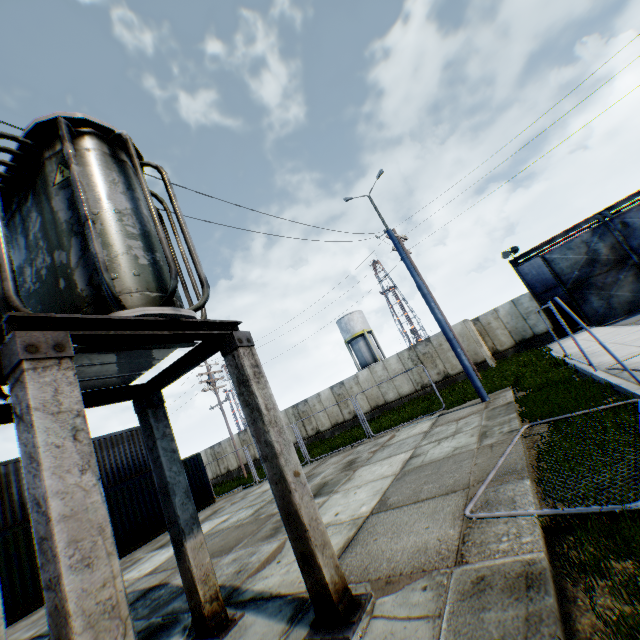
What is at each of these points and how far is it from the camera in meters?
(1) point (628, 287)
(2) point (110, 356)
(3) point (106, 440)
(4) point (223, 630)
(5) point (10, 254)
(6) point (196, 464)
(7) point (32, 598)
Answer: (1) metal gate, 19.4 m
(2) electrical compensator, 3.8 m
(3) storage container, 18.3 m
(4) concrete support, 4.2 m
(5) electrical compensator, 3.1 m
(6) storage container, 19.1 m
(7) storage container, 11.6 m

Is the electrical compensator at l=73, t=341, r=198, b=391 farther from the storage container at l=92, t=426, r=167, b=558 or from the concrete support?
the storage container at l=92, t=426, r=167, b=558

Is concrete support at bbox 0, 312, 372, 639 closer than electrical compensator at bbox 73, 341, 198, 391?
Yes

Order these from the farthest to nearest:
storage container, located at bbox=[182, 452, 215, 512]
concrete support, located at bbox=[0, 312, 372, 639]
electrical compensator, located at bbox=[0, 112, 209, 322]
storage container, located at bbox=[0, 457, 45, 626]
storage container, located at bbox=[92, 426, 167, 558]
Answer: storage container, located at bbox=[182, 452, 215, 512] → storage container, located at bbox=[92, 426, 167, 558] → storage container, located at bbox=[0, 457, 45, 626] → electrical compensator, located at bbox=[0, 112, 209, 322] → concrete support, located at bbox=[0, 312, 372, 639]

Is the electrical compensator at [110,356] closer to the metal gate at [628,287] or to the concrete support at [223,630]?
the concrete support at [223,630]

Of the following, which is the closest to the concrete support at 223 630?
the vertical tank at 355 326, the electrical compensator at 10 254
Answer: the electrical compensator at 10 254

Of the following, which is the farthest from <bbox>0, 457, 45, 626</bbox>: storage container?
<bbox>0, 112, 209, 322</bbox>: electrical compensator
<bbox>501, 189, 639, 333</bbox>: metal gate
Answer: <bbox>501, 189, 639, 333</bbox>: metal gate

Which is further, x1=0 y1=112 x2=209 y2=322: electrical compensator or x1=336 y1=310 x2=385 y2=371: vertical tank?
x1=336 y1=310 x2=385 y2=371: vertical tank
